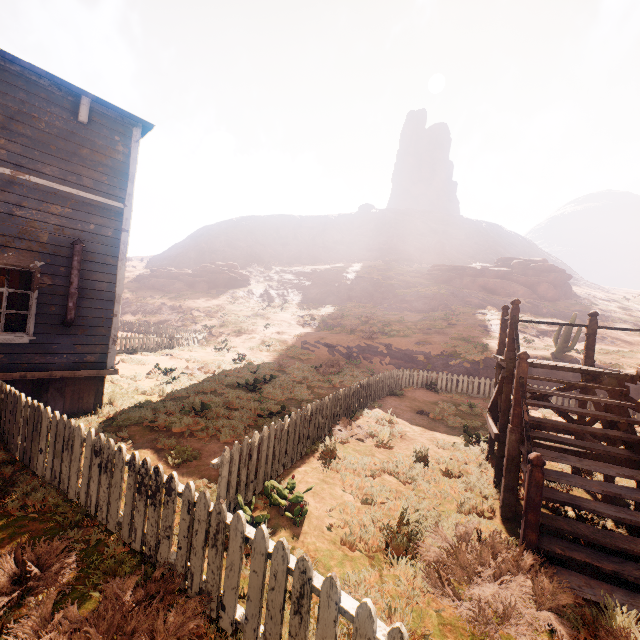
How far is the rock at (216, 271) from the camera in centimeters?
4388cm

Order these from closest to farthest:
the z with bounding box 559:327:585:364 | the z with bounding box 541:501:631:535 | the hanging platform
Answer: the hanging platform, the z with bounding box 541:501:631:535, the z with bounding box 559:327:585:364

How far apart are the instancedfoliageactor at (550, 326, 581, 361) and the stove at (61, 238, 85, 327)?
20.3m

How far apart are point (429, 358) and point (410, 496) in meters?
17.6 m

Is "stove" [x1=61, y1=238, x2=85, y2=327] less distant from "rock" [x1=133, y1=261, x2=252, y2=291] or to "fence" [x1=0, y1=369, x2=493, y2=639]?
"fence" [x1=0, y1=369, x2=493, y2=639]

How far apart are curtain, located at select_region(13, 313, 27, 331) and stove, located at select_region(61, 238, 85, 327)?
0.6 meters

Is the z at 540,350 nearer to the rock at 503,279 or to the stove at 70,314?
the stove at 70,314

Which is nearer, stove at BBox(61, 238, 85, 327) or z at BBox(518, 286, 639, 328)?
stove at BBox(61, 238, 85, 327)
